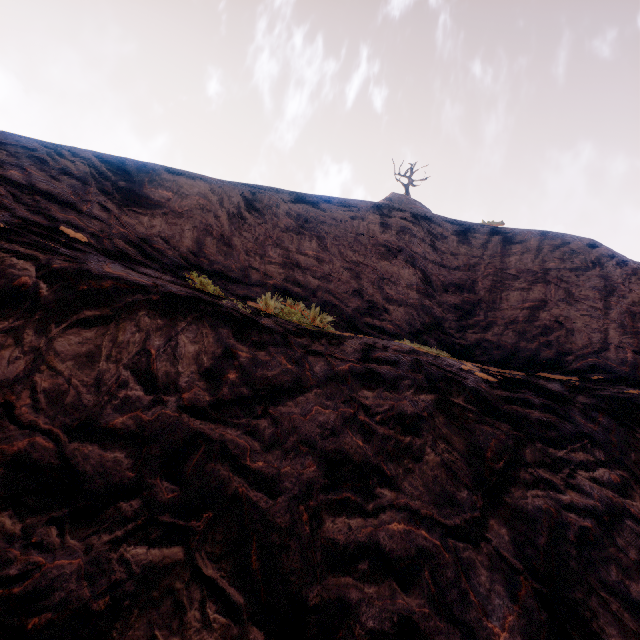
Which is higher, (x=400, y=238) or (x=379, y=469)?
(x=400, y=238)
